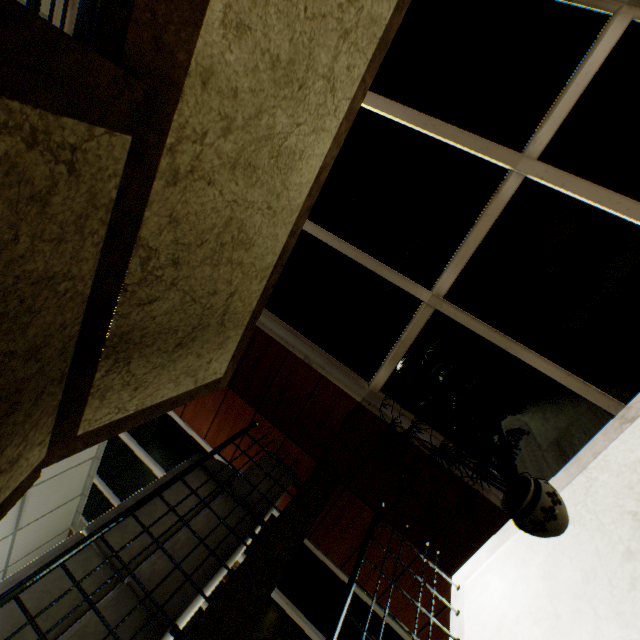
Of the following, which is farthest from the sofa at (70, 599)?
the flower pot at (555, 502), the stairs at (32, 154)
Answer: the flower pot at (555, 502)

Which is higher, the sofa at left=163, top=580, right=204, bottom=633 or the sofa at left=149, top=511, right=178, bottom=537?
the sofa at left=149, top=511, right=178, bottom=537

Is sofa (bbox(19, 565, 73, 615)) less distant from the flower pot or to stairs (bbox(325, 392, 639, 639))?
stairs (bbox(325, 392, 639, 639))

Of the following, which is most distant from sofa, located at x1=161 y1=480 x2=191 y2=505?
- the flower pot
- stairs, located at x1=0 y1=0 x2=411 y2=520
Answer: the flower pot

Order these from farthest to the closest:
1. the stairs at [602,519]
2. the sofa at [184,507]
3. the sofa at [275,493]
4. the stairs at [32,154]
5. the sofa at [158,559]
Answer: the sofa at [275,493] → the sofa at [184,507] → the sofa at [158,559] → the stairs at [602,519] → the stairs at [32,154]

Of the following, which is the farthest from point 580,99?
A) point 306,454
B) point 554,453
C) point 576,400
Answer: point 306,454

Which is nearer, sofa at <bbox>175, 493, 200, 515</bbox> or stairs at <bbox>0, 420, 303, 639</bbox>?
stairs at <bbox>0, 420, 303, 639</bbox>
